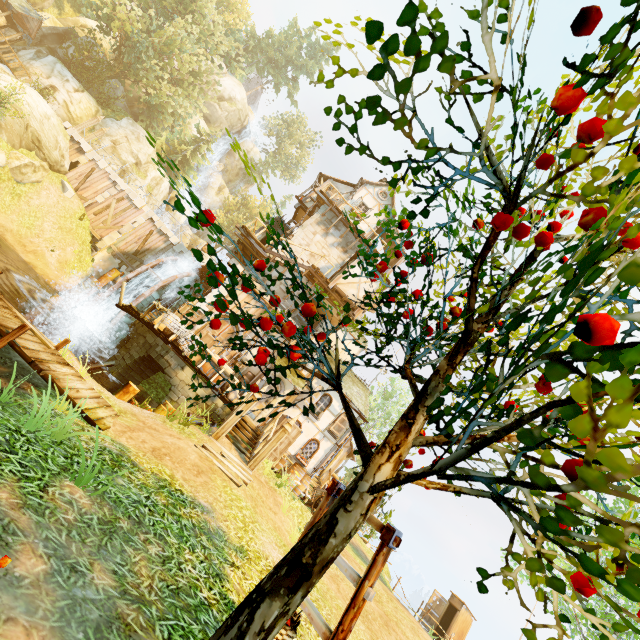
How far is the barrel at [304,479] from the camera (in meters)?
13.89

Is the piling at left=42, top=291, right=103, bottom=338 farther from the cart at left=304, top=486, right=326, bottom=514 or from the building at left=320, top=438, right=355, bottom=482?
the cart at left=304, top=486, right=326, bottom=514

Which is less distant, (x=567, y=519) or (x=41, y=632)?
(x=567, y=519)

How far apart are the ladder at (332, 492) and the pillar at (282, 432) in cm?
934

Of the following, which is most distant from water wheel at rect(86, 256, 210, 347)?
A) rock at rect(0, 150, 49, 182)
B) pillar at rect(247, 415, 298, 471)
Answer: pillar at rect(247, 415, 298, 471)

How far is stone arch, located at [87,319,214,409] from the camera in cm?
1329

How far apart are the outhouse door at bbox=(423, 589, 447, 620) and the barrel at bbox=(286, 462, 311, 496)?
14.71m

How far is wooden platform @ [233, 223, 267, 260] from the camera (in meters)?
17.97
